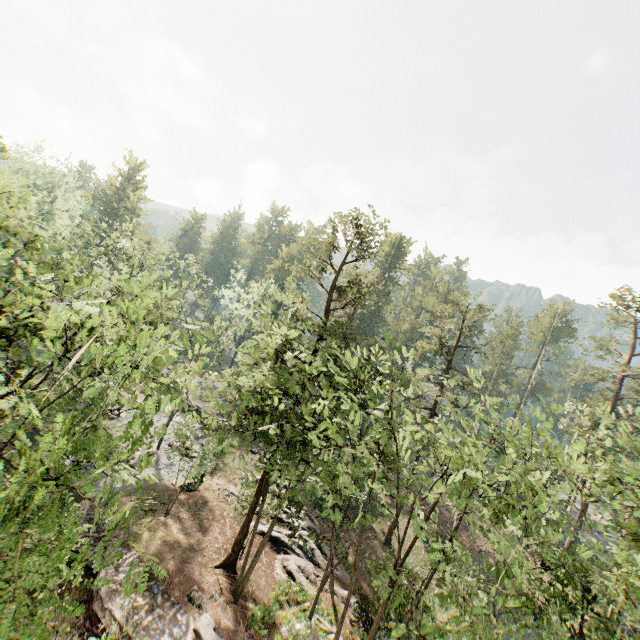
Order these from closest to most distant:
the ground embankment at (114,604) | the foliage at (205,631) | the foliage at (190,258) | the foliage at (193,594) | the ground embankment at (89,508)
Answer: the ground embankment at (114,604) < the foliage at (205,631) < the foliage at (193,594) < the ground embankment at (89,508) < the foliage at (190,258)

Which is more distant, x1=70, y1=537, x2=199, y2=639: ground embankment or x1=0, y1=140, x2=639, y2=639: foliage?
x1=70, y1=537, x2=199, y2=639: ground embankment

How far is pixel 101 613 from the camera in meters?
16.9 m

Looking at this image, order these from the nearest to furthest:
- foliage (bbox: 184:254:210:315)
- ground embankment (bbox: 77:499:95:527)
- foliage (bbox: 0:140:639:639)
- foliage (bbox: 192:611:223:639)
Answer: foliage (bbox: 0:140:639:639) → foliage (bbox: 192:611:223:639) → ground embankment (bbox: 77:499:95:527) → foliage (bbox: 184:254:210:315)

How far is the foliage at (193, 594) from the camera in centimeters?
1881cm

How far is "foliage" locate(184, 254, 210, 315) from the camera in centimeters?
2909cm

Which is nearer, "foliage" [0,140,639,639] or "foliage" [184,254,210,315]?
"foliage" [0,140,639,639]

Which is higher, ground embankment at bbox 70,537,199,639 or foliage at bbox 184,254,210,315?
foliage at bbox 184,254,210,315
